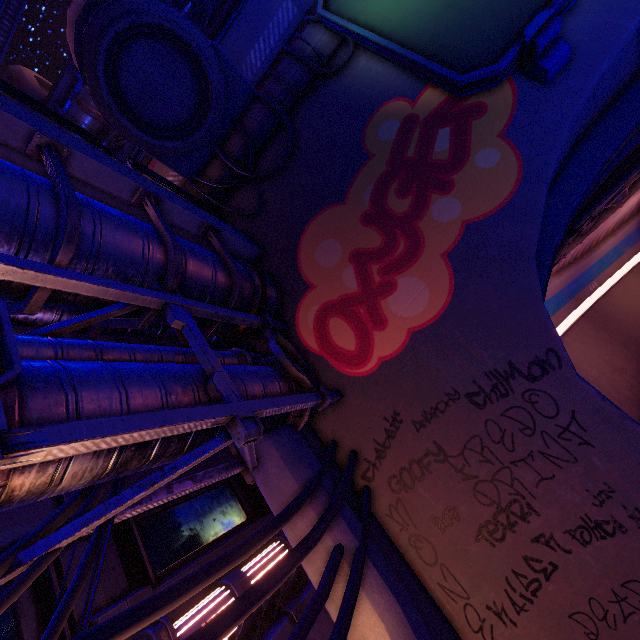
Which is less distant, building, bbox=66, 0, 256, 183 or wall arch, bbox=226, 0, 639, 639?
wall arch, bbox=226, 0, 639, 639

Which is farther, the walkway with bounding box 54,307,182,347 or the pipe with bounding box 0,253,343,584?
the walkway with bounding box 54,307,182,347

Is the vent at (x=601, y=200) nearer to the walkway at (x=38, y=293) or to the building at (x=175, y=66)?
the walkway at (x=38, y=293)

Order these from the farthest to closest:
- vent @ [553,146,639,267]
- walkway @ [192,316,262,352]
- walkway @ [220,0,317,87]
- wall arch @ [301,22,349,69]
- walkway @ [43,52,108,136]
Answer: walkway @ [43,52,108,136] < walkway @ [220,0,317,87] < vent @ [553,146,639,267] < wall arch @ [301,22,349,69] < walkway @ [192,316,262,352]

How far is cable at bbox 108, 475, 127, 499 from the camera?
3.89m

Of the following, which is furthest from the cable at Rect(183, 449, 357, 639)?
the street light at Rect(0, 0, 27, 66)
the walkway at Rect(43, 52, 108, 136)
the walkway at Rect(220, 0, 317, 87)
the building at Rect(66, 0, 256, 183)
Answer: the walkway at Rect(43, 52, 108, 136)

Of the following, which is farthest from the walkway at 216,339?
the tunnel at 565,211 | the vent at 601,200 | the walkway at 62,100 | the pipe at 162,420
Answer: the walkway at 62,100

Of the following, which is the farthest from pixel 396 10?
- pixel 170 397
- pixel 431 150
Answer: pixel 170 397
